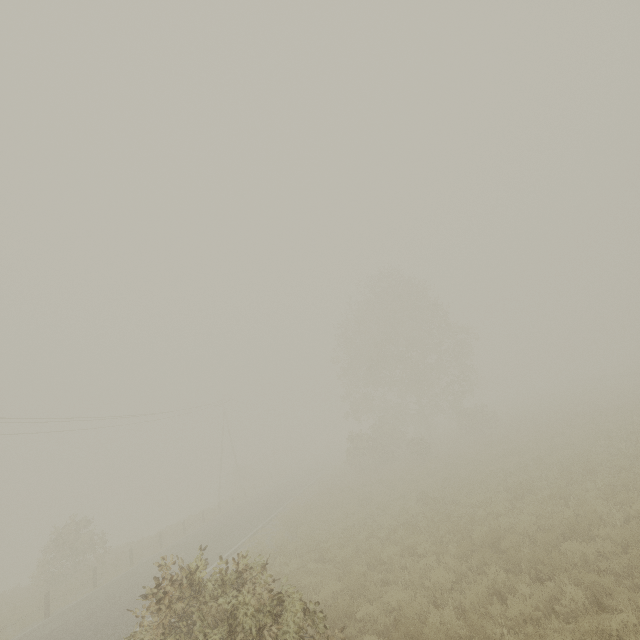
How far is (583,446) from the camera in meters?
16.3 m
